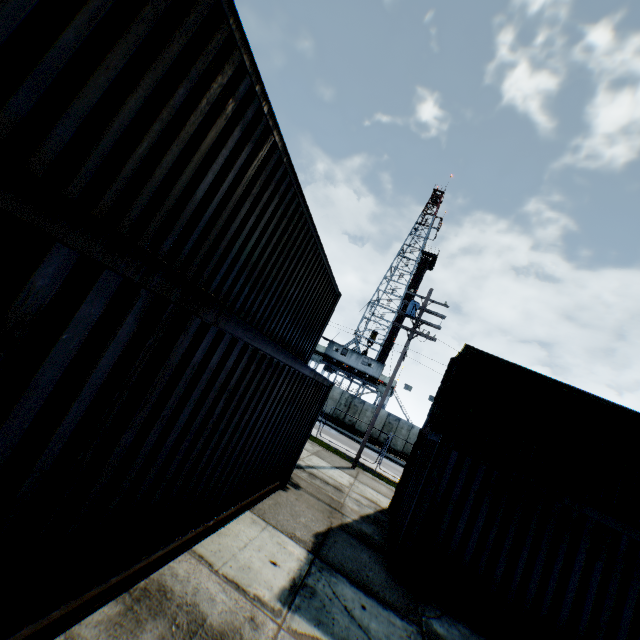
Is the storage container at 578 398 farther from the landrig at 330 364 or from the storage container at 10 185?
the landrig at 330 364

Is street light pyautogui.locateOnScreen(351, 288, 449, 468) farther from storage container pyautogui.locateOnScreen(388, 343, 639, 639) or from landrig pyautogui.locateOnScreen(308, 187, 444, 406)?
landrig pyautogui.locateOnScreen(308, 187, 444, 406)

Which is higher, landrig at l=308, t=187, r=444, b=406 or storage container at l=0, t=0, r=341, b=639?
landrig at l=308, t=187, r=444, b=406

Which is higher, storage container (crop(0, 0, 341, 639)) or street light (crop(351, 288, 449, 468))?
street light (crop(351, 288, 449, 468))

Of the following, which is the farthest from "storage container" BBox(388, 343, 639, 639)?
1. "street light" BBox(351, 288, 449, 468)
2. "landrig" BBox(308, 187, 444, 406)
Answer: "landrig" BBox(308, 187, 444, 406)

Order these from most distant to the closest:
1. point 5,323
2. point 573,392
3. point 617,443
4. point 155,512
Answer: point 573,392 → point 617,443 → point 155,512 → point 5,323

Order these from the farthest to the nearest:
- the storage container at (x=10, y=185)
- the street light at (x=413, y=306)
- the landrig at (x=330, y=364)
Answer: the landrig at (x=330, y=364) < the street light at (x=413, y=306) < the storage container at (x=10, y=185)
